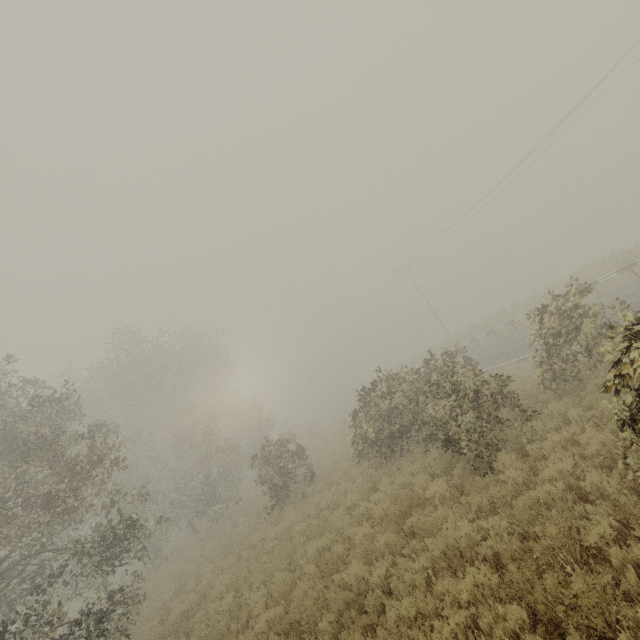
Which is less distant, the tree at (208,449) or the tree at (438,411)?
the tree at (438,411)

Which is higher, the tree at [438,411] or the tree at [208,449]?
the tree at [208,449]

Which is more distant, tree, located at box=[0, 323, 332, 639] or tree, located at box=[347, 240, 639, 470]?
tree, located at box=[0, 323, 332, 639]

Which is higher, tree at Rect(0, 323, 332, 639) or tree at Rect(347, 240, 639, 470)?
tree at Rect(0, 323, 332, 639)

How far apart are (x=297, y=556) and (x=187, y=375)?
20.0 meters
